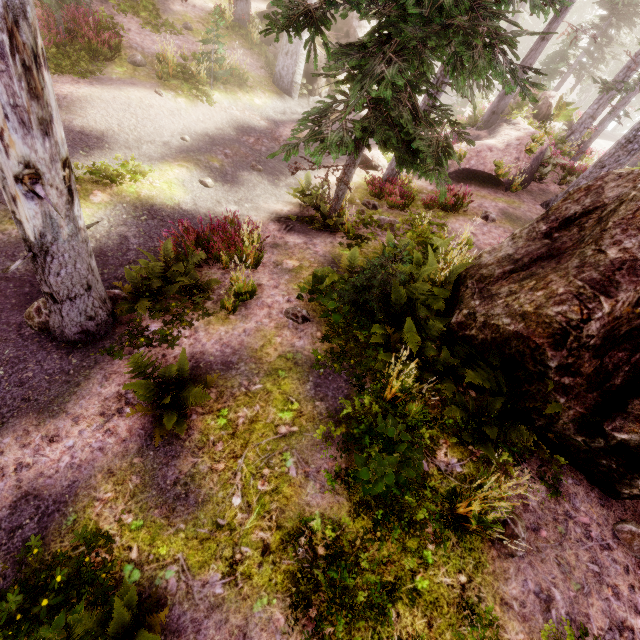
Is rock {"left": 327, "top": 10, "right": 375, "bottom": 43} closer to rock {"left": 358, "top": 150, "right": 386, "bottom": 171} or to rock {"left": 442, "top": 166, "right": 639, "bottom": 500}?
rock {"left": 358, "top": 150, "right": 386, "bottom": 171}

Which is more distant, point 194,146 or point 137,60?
point 137,60

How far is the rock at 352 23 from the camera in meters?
17.6 m

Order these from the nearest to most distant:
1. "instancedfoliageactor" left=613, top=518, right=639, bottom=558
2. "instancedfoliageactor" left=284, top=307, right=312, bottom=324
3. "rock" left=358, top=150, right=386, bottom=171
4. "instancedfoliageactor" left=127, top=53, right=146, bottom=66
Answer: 1. "instancedfoliageactor" left=613, top=518, right=639, bottom=558
2. "instancedfoliageactor" left=284, top=307, right=312, bottom=324
3. "instancedfoliageactor" left=127, top=53, right=146, bottom=66
4. "rock" left=358, top=150, right=386, bottom=171

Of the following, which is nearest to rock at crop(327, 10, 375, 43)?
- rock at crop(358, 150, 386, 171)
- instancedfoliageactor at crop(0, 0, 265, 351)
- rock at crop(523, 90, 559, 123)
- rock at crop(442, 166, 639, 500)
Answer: instancedfoliageactor at crop(0, 0, 265, 351)

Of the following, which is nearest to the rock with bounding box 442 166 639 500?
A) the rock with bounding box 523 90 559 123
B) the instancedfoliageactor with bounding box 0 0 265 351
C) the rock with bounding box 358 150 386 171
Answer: the instancedfoliageactor with bounding box 0 0 265 351

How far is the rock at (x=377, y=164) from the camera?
13.2m

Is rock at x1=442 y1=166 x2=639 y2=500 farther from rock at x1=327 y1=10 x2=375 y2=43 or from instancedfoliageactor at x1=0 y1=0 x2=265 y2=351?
rock at x1=327 y1=10 x2=375 y2=43
